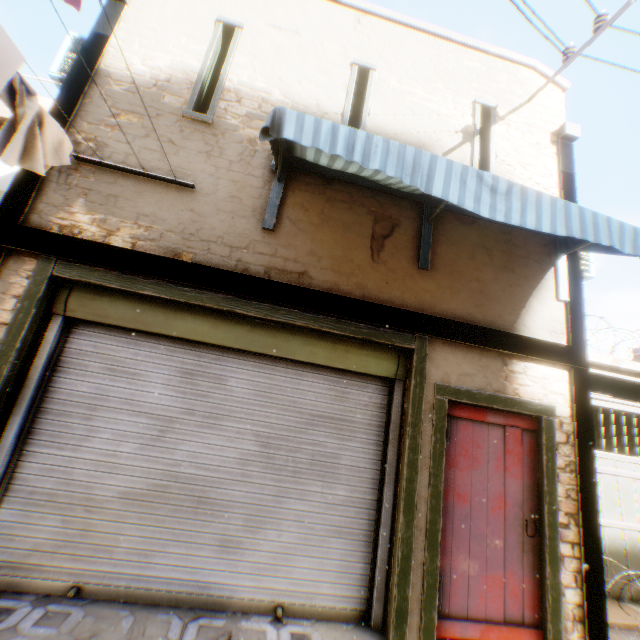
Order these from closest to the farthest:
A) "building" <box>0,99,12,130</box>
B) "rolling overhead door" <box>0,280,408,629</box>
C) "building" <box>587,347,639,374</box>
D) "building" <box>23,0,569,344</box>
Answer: "rolling overhead door" <box>0,280,408,629</box> → "building" <box>23,0,569,344</box> → "building" <box>587,347,639,374</box> → "building" <box>0,99,12,130</box>

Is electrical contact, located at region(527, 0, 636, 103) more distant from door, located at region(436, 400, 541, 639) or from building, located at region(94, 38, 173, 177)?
door, located at region(436, 400, 541, 639)

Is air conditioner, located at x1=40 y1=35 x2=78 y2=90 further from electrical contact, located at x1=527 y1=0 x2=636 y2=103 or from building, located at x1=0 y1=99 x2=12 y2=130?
electrical contact, located at x1=527 y1=0 x2=636 y2=103

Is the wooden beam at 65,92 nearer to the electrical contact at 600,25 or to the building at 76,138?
the building at 76,138

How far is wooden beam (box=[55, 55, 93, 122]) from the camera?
3.80m

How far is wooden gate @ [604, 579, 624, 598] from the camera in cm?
482

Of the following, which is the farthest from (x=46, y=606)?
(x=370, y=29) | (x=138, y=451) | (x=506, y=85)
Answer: (x=506, y=85)

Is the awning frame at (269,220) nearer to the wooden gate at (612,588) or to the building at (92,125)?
the building at (92,125)
